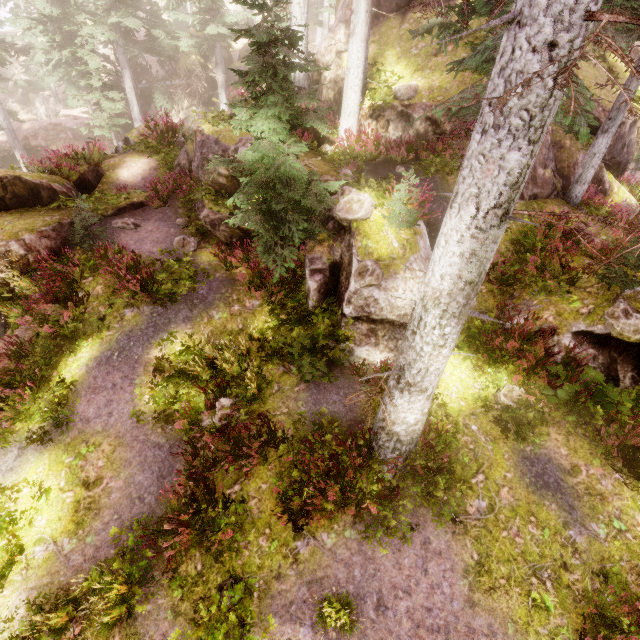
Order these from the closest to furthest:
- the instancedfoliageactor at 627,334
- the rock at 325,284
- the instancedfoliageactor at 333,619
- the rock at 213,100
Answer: the instancedfoliageactor at 333,619
the instancedfoliageactor at 627,334
the rock at 325,284
the rock at 213,100

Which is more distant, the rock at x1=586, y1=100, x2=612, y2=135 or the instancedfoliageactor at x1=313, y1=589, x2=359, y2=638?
the rock at x1=586, y1=100, x2=612, y2=135

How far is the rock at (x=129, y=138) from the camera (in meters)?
15.02

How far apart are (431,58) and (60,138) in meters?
30.3

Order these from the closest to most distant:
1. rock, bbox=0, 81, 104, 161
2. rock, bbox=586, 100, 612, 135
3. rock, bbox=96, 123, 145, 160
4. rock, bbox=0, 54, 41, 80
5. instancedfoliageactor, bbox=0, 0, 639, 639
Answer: instancedfoliageactor, bbox=0, 0, 639, 639 < rock, bbox=586, 100, 612, 135 < rock, bbox=96, 123, 145, 160 < rock, bbox=0, 81, 104, 161 < rock, bbox=0, 54, 41, 80

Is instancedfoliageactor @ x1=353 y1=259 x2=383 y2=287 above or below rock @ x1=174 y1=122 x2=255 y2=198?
below
